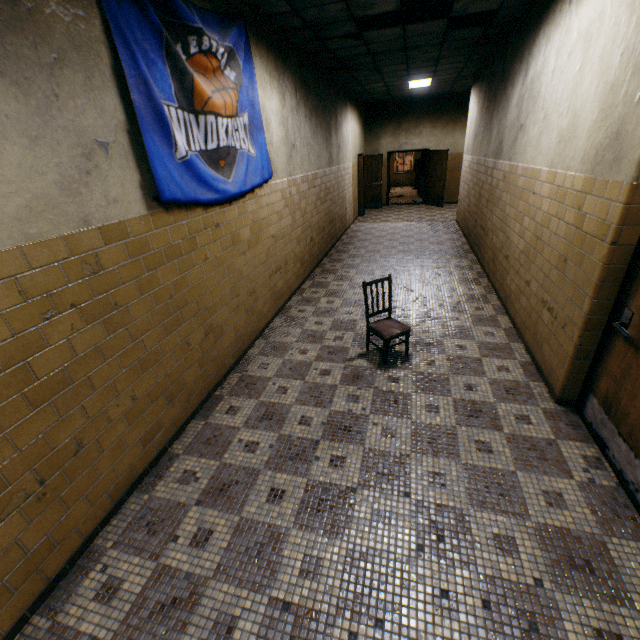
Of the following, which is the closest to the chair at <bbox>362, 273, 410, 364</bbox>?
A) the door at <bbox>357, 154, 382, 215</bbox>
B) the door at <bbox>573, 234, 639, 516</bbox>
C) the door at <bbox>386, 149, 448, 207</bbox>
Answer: the door at <bbox>573, 234, 639, 516</bbox>

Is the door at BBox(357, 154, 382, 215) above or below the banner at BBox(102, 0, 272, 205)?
below

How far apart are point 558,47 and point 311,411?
4.80m

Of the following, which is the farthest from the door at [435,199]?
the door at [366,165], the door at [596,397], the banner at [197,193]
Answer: the door at [596,397]

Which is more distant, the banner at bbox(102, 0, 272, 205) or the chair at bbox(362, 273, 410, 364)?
the chair at bbox(362, 273, 410, 364)

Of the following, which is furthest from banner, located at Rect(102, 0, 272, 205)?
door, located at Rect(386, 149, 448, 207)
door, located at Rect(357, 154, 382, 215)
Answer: door, located at Rect(386, 149, 448, 207)

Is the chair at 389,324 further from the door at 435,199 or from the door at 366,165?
the door at 435,199

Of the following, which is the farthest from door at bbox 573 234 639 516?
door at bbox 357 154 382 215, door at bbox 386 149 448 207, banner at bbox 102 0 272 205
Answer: door at bbox 386 149 448 207
